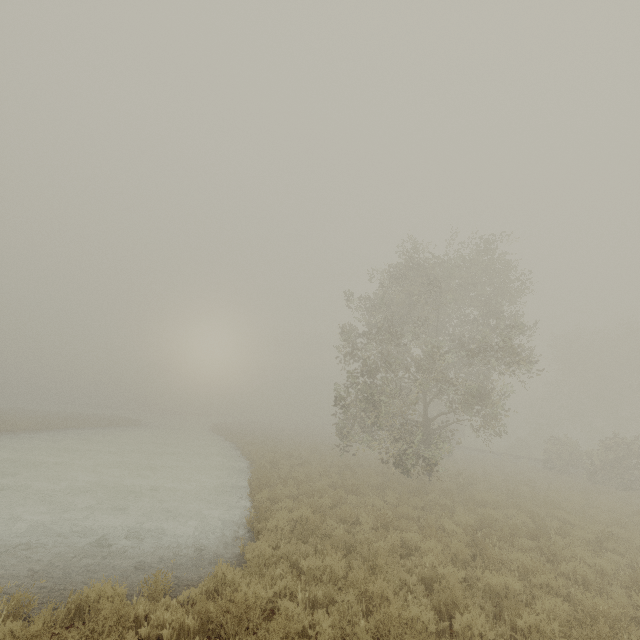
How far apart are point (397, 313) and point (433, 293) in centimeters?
452cm
